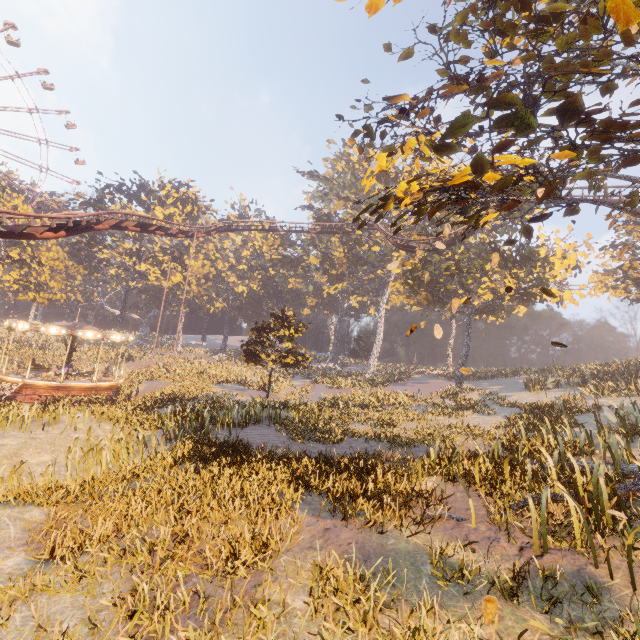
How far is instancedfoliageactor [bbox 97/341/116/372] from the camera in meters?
41.0 m

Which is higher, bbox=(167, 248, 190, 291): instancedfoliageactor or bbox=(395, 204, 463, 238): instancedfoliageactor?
bbox=(395, 204, 463, 238): instancedfoliageactor

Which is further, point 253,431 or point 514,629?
point 253,431

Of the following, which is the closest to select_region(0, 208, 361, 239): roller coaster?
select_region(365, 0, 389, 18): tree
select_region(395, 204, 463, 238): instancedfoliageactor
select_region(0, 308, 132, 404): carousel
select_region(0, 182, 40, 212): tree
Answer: select_region(365, 0, 389, 18): tree

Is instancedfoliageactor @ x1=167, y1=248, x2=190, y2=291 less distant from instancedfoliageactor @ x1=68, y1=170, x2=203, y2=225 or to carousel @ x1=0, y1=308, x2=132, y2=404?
carousel @ x1=0, y1=308, x2=132, y2=404

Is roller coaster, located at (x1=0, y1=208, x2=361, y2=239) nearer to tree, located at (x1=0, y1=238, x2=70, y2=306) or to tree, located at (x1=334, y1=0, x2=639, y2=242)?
tree, located at (x1=334, y1=0, x2=639, y2=242)

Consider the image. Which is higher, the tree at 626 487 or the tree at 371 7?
the tree at 371 7

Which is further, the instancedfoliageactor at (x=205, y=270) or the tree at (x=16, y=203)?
the instancedfoliageactor at (x=205, y=270)
